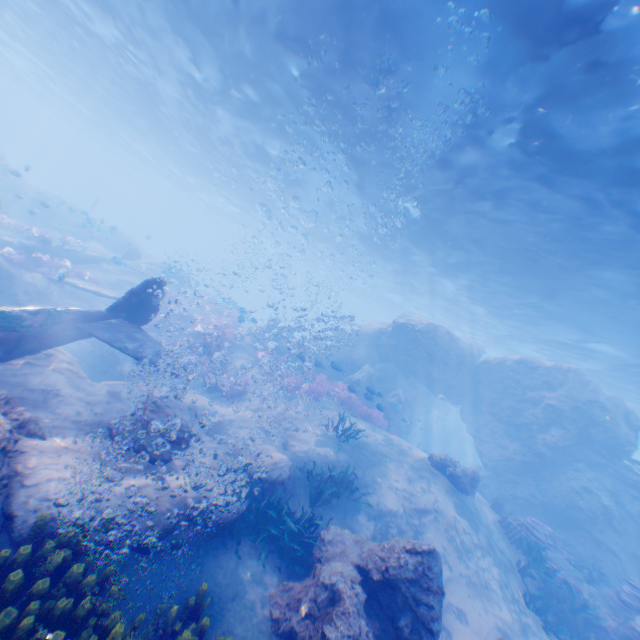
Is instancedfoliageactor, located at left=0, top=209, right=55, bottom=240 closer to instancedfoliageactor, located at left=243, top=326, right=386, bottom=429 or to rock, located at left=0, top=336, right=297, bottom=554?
rock, located at left=0, top=336, right=297, bottom=554

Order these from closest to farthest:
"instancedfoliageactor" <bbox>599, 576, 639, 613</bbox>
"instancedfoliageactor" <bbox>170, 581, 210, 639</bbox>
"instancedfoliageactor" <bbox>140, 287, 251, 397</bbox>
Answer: "instancedfoliageactor" <bbox>170, 581, 210, 639</bbox> → "instancedfoliageactor" <bbox>599, 576, 639, 613</bbox> → "instancedfoliageactor" <bbox>140, 287, 251, 397</bbox>

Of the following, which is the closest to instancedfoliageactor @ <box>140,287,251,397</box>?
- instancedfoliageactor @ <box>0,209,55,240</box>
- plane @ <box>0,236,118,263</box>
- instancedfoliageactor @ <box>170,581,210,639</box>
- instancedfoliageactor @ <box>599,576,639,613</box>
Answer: plane @ <box>0,236,118,263</box>

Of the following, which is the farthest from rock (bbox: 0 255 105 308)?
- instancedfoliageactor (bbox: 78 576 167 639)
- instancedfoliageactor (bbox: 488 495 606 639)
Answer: instancedfoliageactor (bbox: 78 576 167 639)

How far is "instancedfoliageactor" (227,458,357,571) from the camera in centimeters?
682cm

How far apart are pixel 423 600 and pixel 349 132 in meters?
15.5

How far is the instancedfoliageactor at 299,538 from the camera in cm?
682

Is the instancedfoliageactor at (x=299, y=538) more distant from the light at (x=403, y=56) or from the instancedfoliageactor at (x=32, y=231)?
the instancedfoliageactor at (x=32, y=231)
